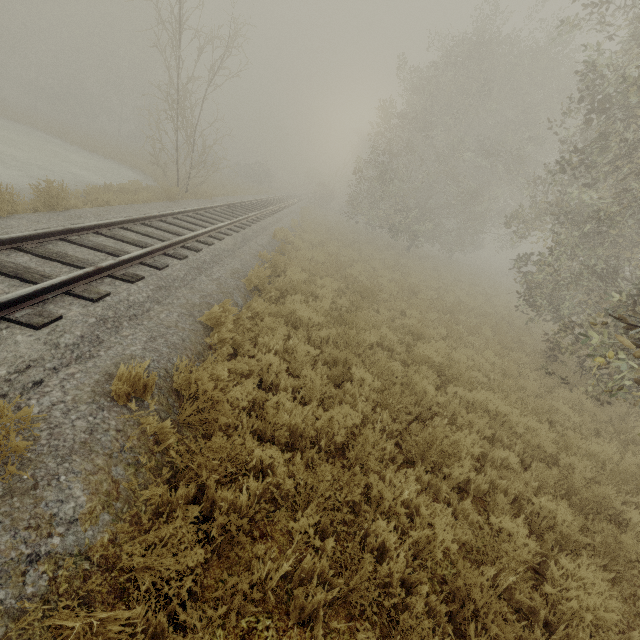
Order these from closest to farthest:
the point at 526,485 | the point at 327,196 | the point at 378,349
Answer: the point at 526,485 < the point at 378,349 < the point at 327,196
